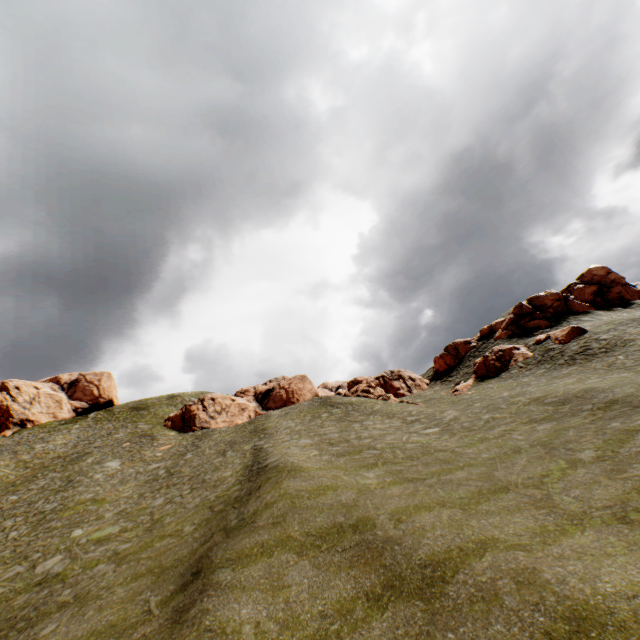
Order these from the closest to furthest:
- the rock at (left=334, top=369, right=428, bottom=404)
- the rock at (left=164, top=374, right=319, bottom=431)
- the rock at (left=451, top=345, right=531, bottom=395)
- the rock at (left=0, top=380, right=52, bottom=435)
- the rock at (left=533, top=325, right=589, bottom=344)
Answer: the rock at (left=533, top=325, right=589, bottom=344) < the rock at (left=451, top=345, right=531, bottom=395) < the rock at (left=334, top=369, right=428, bottom=404) < the rock at (left=164, top=374, right=319, bottom=431) < the rock at (left=0, top=380, right=52, bottom=435)

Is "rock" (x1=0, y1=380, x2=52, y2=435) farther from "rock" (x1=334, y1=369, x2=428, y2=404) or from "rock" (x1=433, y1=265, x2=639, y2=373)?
"rock" (x1=334, y1=369, x2=428, y2=404)

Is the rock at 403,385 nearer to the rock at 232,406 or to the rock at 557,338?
the rock at 557,338

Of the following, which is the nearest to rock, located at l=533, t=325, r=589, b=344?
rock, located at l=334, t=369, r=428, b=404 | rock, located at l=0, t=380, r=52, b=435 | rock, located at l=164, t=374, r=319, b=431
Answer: rock, located at l=334, t=369, r=428, b=404

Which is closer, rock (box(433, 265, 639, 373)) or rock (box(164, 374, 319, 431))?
rock (box(433, 265, 639, 373))

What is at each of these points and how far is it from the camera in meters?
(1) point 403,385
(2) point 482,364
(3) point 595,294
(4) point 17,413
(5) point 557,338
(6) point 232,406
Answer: (1) rock, 48.6
(2) rock, 39.7
(3) rock, 46.1
(4) rock, 57.5
(5) rock, 33.8
(6) rock, 51.4

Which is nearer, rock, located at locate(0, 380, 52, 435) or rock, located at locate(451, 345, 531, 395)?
rock, located at locate(451, 345, 531, 395)
